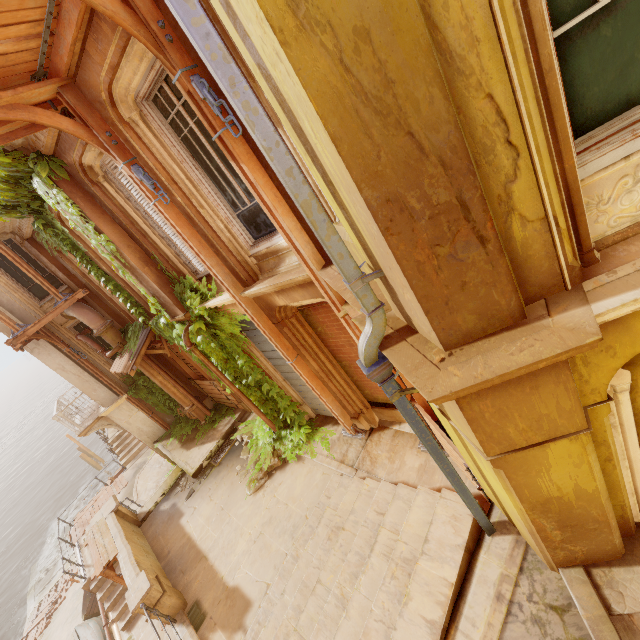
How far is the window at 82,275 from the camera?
10.1 meters

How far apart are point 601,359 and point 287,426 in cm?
843

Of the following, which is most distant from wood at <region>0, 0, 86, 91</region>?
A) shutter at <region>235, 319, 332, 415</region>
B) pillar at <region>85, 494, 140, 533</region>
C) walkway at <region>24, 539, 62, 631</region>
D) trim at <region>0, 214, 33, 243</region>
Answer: walkway at <region>24, 539, 62, 631</region>

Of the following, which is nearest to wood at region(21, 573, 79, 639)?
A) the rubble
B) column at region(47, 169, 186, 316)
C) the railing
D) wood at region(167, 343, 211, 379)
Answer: the railing

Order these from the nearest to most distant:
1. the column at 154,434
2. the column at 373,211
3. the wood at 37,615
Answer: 1. the column at 373,211
2. the column at 154,434
3. the wood at 37,615

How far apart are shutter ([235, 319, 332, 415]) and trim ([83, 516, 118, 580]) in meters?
5.9 m

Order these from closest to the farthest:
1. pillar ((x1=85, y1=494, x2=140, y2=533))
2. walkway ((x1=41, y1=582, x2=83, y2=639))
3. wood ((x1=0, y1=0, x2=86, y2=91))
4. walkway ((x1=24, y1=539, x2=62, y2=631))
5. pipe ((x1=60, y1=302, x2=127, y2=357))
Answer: wood ((x1=0, y1=0, x2=86, y2=91)) < pillar ((x1=85, y1=494, x2=140, y2=533)) < pipe ((x1=60, y1=302, x2=127, y2=357)) < walkway ((x1=41, y1=582, x2=83, y2=639)) < walkway ((x1=24, y1=539, x2=62, y2=631))

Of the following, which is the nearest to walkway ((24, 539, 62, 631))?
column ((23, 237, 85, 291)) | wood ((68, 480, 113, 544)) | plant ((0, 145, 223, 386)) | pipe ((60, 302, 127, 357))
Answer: wood ((68, 480, 113, 544))
